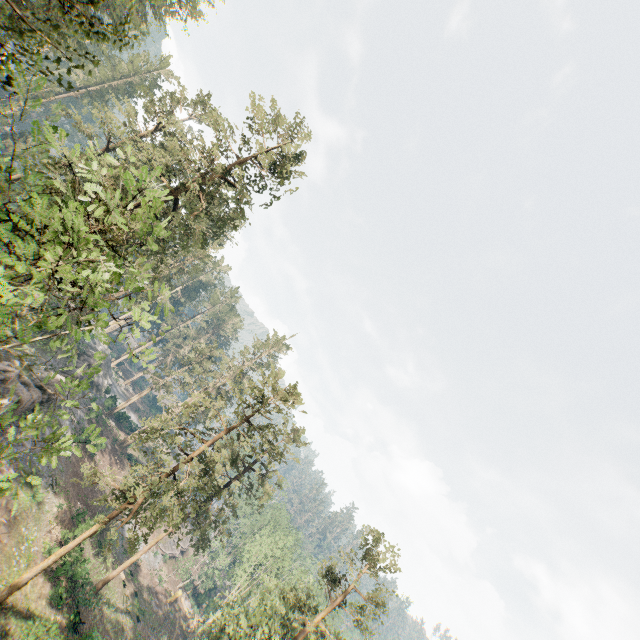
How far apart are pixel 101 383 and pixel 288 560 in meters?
41.4 m

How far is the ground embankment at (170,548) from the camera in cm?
5078

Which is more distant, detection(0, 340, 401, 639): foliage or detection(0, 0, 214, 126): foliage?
detection(0, 340, 401, 639): foliage

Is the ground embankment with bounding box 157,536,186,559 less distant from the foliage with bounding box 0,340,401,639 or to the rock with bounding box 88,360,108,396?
the foliage with bounding box 0,340,401,639

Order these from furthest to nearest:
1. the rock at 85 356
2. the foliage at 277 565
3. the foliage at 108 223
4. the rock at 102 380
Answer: the rock at 102 380 → the rock at 85 356 → the foliage at 277 565 → the foliage at 108 223

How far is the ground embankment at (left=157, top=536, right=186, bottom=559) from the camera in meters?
50.8

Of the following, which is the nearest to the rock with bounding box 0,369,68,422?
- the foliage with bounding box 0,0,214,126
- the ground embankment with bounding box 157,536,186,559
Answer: the foliage with bounding box 0,0,214,126

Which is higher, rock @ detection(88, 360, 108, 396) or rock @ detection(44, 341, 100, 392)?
rock @ detection(44, 341, 100, 392)
